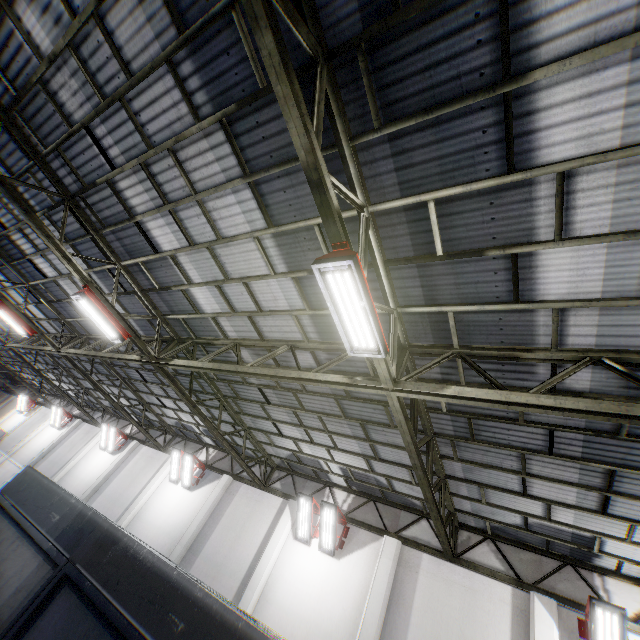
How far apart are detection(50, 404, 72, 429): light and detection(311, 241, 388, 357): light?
28.01m

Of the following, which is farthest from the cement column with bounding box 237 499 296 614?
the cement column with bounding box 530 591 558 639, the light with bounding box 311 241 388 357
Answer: the light with bounding box 311 241 388 357

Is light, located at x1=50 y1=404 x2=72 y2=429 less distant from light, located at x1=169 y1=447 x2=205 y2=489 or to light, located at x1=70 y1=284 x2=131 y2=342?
light, located at x1=169 y1=447 x2=205 y2=489

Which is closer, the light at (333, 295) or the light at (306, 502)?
the light at (333, 295)

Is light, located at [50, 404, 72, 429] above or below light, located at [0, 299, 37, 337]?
below

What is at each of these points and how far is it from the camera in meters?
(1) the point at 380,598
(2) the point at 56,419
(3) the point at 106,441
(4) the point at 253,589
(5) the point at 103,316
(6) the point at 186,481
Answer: (1) cement column, 9.2
(2) light, 24.0
(3) light, 19.8
(4) cement column, 10.5
(5) light, 8.4
(6) light, 15.1

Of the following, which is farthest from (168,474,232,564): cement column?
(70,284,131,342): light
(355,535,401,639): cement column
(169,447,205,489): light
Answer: (70,284,131,342): light

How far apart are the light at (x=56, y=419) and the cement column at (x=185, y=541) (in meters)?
17.02
